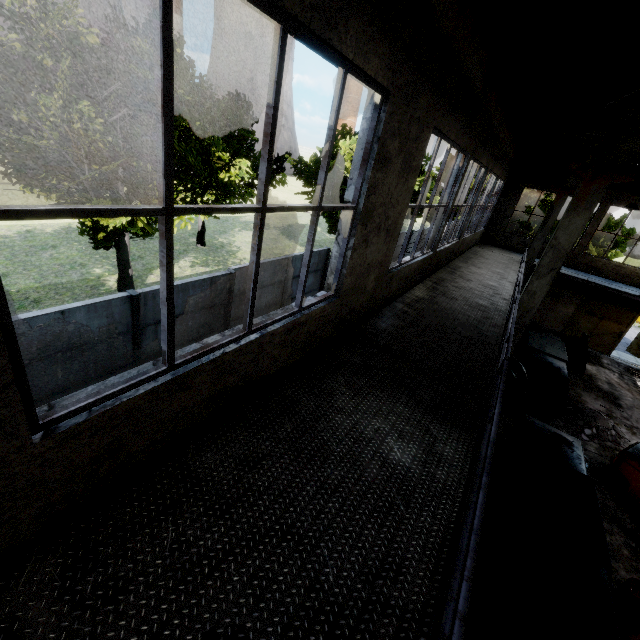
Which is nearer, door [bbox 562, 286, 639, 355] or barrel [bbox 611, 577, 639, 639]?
barrel [bbox 611, 577, 639, 639]

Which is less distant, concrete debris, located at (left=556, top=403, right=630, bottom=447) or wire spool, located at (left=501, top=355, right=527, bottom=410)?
wire spool, located at (left=501, top=355, right=527, bottom=410)

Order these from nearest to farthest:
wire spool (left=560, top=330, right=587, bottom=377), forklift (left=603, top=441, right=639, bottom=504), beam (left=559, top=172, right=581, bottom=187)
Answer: forklift (left=603, top=441, right=639, bottom=504)
beam (left=559, top=172, right=581, bottom=187)
wire spool (left=560, top=330, right=587, bottom=377)

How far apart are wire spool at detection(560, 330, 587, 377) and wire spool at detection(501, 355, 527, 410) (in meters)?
5.01

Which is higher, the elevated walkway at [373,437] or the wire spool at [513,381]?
the elevated walkway at [373,437]

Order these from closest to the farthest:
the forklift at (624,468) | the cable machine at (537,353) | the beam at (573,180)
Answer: the forklift at (624,468), the beam at (573,180), the cable machine at (537,353)

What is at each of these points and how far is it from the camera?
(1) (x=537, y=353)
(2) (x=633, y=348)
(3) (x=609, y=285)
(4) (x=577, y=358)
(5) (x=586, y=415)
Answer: (1) cable machine, 12.49m
(2) door, 19.48m
(3) elevated walkway, 15.83m
(4) wire spool, 14.16m
(5) concrete debris, 11.97m

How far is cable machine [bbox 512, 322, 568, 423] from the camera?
11.4m
